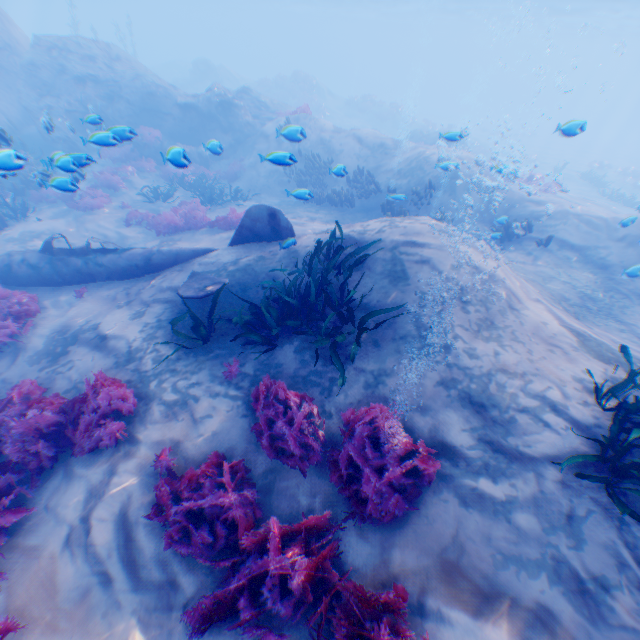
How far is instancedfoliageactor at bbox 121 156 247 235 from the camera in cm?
1175

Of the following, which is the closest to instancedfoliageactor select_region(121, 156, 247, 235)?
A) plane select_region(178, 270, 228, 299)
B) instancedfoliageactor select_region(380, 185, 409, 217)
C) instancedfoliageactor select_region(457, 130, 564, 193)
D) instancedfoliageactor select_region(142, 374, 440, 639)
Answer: instancedfoliageactor select_region(142, 374, 440, 639)

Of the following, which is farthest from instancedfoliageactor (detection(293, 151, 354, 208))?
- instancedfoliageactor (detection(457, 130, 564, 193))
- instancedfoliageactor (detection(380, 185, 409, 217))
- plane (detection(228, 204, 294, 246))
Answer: instancedfoliageactor (detection(457, 130, 564, 193))

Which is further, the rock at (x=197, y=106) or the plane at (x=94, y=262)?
the rock at (x=197, y=106)

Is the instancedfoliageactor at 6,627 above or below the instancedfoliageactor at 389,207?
below

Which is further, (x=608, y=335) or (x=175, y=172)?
(x=175, y=172)

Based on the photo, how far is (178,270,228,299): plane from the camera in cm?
666

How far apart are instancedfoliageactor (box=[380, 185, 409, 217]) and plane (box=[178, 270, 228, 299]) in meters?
7.7
